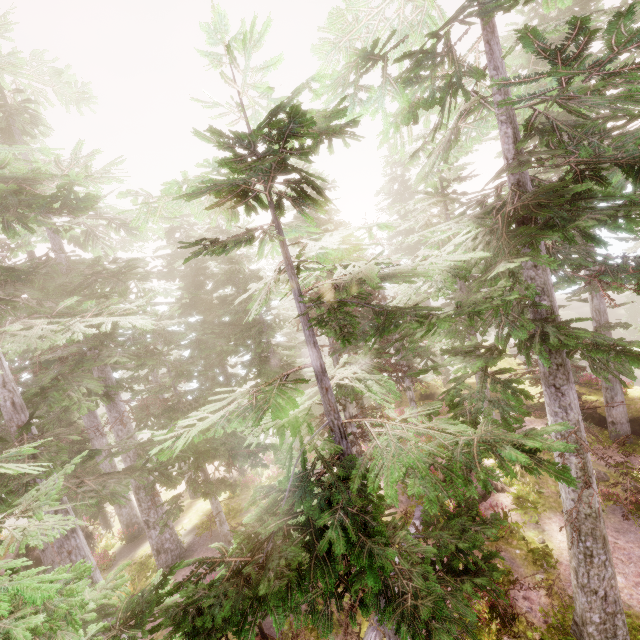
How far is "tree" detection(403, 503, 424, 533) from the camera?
10.23m

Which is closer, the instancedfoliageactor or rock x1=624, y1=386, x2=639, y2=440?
the instancedfoliageactor

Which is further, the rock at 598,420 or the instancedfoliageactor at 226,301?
the rock at 598,420

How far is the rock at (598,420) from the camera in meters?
18.8 m

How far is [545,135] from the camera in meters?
6.8

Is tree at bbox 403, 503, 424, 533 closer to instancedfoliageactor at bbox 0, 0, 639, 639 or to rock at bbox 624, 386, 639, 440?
instancedfoliageactor at bbox 0, 0, 639, 639
